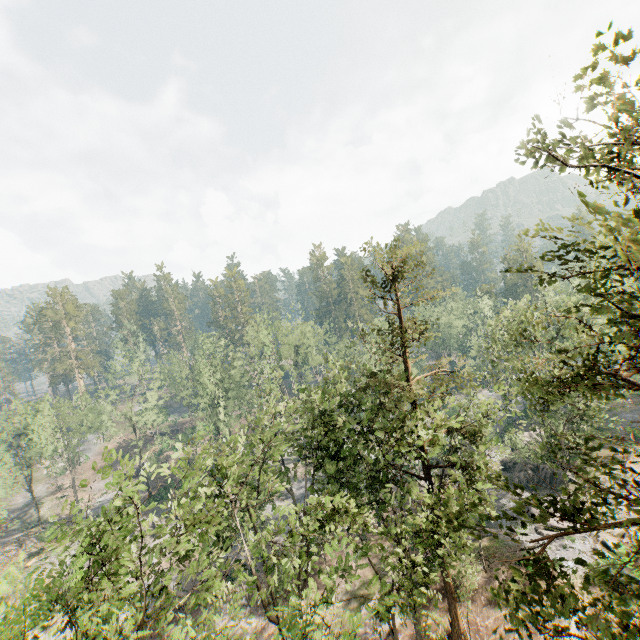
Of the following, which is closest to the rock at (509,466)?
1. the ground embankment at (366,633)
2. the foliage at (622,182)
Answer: the foliage at (622,182)

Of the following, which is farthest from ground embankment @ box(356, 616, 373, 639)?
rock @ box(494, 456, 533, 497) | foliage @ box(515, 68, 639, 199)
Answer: rock @ box(494, 456, 533, 497)

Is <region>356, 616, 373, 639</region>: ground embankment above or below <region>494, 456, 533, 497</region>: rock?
below

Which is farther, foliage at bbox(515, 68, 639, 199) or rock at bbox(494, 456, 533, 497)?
rock at bbox(494, 456, 533, 497)

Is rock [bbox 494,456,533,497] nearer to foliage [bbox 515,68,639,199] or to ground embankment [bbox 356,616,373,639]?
foliage [bbox 515,68,639,199]

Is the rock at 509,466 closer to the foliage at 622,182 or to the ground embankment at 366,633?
the foliage at 622,182

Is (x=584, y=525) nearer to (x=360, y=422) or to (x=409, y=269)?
(x=409, y=269)

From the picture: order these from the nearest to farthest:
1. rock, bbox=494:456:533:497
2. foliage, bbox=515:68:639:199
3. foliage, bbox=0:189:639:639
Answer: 1. foliage, bbox=515:68:639:199
2. foliage, bbox=0:189:639:639
3. rock, bbox=494:456:533:497
